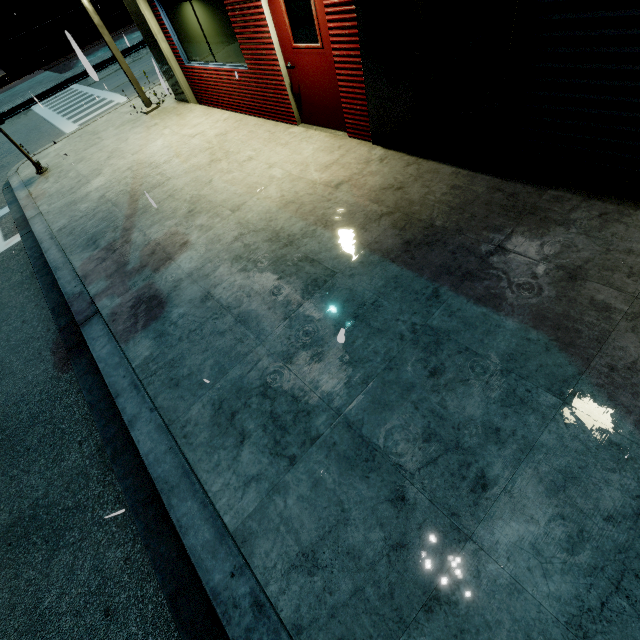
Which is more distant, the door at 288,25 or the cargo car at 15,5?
the cargo car at 15,5

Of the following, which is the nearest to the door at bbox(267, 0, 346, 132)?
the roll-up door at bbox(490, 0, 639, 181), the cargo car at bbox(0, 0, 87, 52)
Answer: the roll-up door at bbox(490, 0, 639, 181)

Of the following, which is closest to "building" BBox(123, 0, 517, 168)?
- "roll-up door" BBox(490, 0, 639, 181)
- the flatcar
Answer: "roll-up door" BBox(490, 0, 639, 181)

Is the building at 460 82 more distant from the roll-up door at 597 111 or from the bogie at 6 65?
the bogie at 6 65

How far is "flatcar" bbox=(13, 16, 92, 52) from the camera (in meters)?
25.81

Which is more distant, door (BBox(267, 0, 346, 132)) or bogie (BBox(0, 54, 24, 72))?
bogie (BBox(0, 54, 24, 72))

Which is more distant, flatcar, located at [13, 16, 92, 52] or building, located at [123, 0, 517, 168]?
flatcar, located at [13, 16, 92, 52]

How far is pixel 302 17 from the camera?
5.12m
